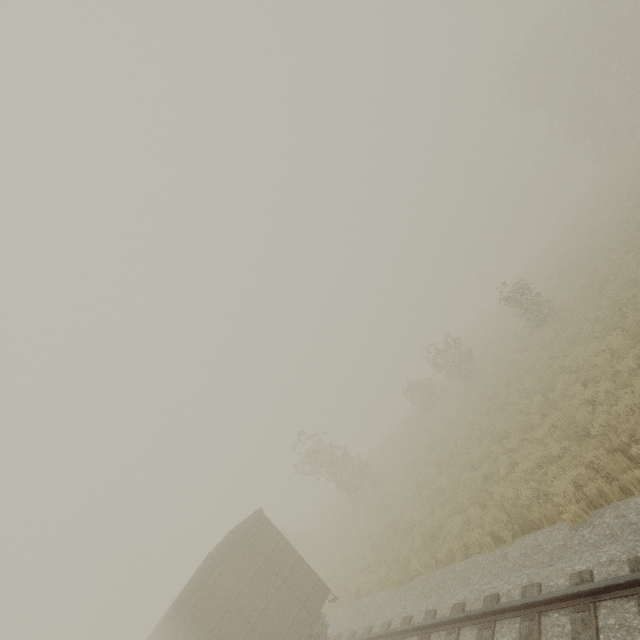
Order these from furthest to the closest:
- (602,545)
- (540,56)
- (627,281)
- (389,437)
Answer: (540,56) < (389,437) < (627,281) < (602,545)

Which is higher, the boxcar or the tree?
the tree

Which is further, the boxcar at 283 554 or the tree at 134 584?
the tree at 134 584

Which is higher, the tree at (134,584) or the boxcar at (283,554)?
the tree at (134,584)

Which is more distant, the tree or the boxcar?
the tree
